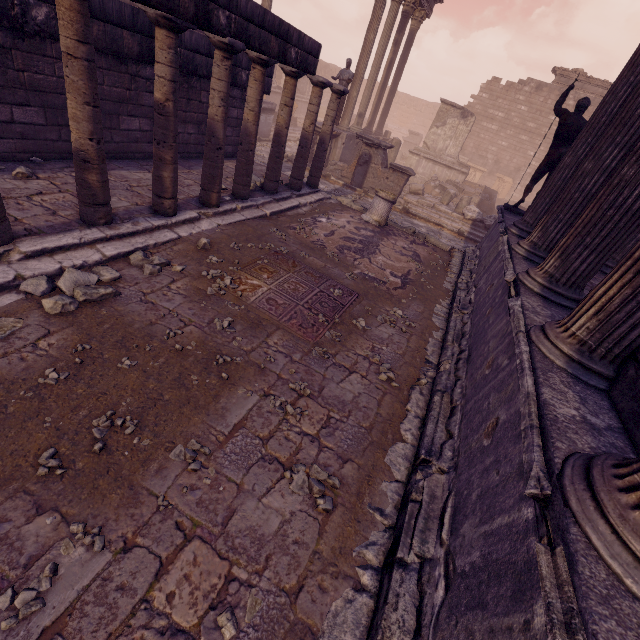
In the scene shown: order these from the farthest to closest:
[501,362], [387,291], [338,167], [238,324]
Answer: [338,167]
[387,291]
[238,324]
[501,362]

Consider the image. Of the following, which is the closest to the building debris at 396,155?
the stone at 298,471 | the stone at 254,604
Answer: the stone at 298,471

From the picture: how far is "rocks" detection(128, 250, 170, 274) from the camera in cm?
421

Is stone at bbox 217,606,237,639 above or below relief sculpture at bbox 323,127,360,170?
below

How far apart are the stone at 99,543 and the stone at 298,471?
1.24m

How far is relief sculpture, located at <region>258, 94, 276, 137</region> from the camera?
15.3 meters

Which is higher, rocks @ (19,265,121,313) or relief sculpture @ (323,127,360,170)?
relief sculpture @ (323,127,360,170)

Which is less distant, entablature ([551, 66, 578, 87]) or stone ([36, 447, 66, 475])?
stone ([36, 447, 66, 475])
